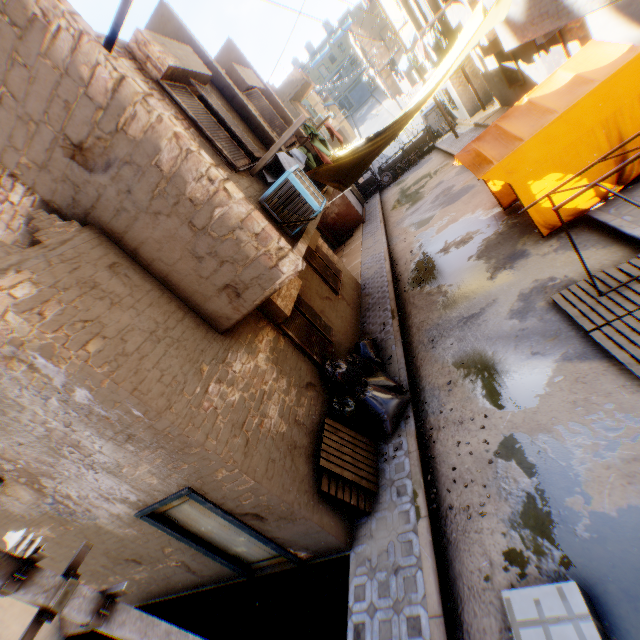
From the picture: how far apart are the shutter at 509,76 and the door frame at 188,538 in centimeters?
1782cm

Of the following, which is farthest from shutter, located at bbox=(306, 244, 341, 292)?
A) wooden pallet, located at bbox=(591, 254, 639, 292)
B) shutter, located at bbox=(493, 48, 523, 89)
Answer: shutter, located at bbox=(493, 48, 523, 89)

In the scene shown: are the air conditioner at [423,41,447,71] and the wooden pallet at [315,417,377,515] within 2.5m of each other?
no

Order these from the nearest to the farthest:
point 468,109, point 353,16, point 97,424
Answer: point 97,424
point 468,109
point 353,16

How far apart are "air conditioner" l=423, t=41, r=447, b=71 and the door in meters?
17.5 m

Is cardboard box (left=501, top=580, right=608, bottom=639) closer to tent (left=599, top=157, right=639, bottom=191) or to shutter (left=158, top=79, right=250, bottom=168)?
tent (left=599, top=157, right=639, bottom=191)

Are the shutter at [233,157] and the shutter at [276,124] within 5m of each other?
yes

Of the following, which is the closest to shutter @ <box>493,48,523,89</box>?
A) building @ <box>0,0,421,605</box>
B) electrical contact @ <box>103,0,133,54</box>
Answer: building @ <box>0,0,421,605</box>
